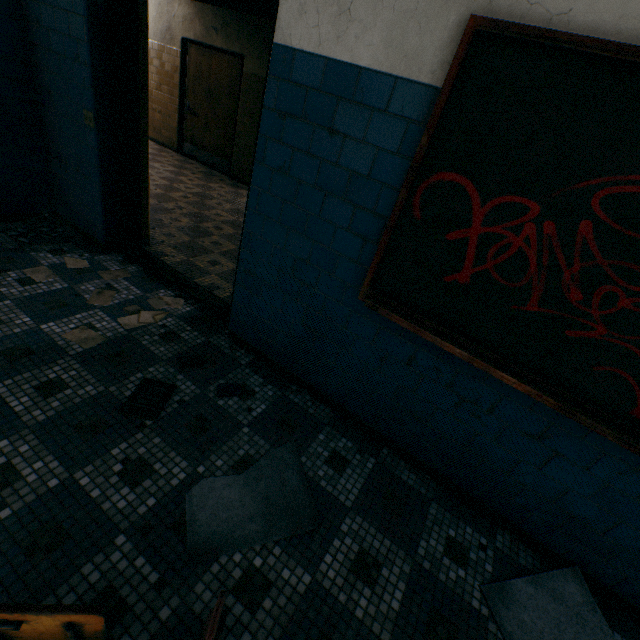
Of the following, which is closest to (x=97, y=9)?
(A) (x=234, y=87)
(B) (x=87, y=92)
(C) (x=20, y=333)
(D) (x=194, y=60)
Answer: (B) (x=87, y=92)

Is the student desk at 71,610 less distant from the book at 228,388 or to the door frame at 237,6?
the book at 228,388

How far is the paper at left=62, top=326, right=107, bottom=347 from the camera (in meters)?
2.25

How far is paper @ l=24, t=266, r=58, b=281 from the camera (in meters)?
2.67

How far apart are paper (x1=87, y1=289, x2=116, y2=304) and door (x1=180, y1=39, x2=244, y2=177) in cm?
531

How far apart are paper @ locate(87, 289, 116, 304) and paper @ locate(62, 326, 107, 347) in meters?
0.3 m

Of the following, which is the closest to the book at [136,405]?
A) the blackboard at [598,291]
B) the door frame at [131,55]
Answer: the door frame at [131,55]

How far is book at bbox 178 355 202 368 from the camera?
2.3 meters
